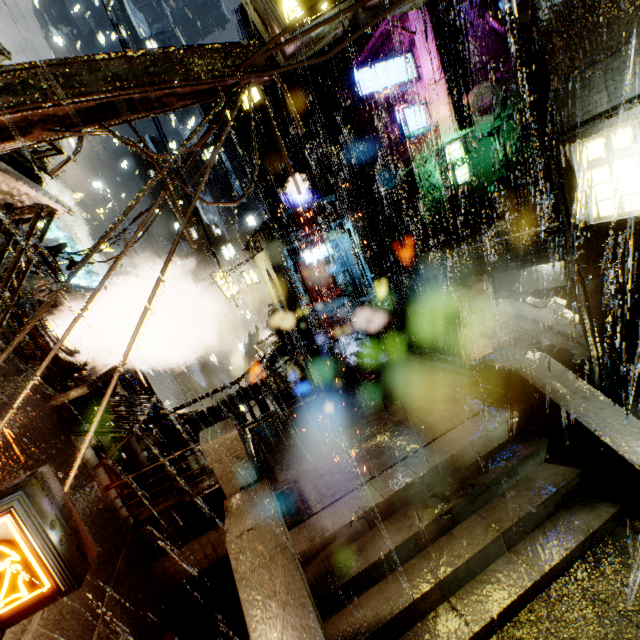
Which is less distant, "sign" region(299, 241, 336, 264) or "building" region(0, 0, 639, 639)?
"building" region(0, 0, 639, 639)

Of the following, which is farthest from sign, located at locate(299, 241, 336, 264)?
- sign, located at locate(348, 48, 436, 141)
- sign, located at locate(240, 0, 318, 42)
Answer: sign, located at locate(240, 0, 318, 42)

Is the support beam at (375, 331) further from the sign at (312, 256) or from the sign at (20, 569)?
the sign at (312, 256)

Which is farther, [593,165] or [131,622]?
[593,165]

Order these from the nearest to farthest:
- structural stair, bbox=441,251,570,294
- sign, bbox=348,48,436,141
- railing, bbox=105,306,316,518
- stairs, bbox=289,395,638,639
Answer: stairs, bbox=289,395,638,639 → railing, bbox=105,306,316,518 → structural stair, bbox=441,251,570,294 → sign, bbox=348,48,436,141

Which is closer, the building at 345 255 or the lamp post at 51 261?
the lamp post at 51 261

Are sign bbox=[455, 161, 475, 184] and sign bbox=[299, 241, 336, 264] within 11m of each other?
yes

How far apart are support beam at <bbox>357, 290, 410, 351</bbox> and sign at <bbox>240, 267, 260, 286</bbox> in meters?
14.3
